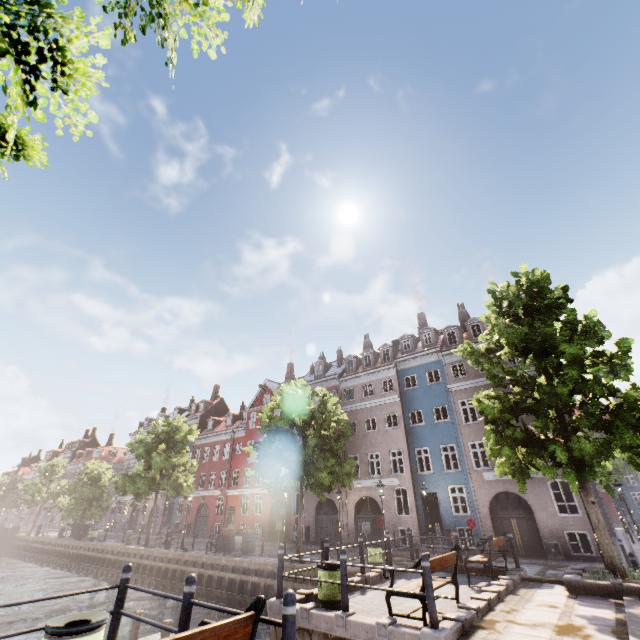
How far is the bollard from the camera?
4.5 meters

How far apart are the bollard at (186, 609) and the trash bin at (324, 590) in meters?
4.5 m

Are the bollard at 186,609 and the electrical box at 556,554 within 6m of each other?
no

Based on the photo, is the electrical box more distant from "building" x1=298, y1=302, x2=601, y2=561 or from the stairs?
the stairs

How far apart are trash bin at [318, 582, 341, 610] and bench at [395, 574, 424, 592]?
1.6 meters

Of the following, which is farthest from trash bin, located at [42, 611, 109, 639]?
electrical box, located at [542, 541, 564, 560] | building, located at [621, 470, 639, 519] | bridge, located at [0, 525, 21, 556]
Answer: bridge, located at [0, 525, 21, 556]

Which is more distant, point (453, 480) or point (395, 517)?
point (395, 517)

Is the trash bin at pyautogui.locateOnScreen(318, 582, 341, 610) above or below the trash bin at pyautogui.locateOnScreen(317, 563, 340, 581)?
below
